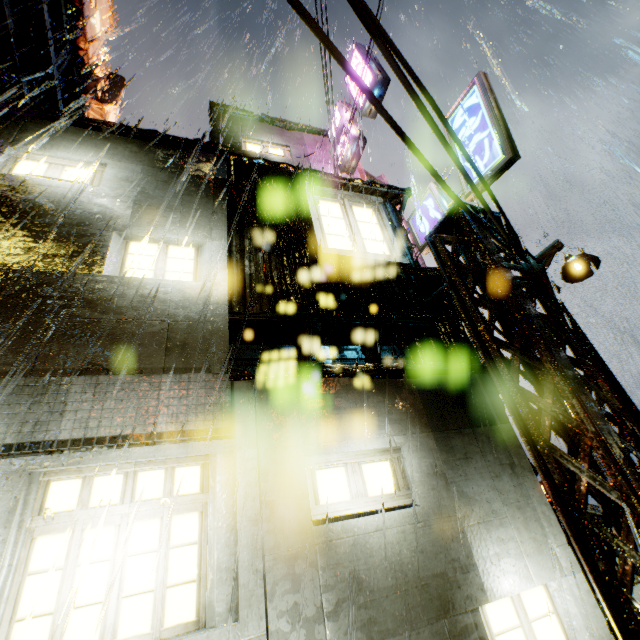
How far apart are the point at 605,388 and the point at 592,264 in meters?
1.8

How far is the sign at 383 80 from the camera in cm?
1045

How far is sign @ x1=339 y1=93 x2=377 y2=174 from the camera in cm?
1118

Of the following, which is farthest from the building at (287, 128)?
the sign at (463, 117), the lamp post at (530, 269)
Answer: the lamp post at (530, 269)

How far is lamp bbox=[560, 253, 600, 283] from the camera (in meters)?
4.71

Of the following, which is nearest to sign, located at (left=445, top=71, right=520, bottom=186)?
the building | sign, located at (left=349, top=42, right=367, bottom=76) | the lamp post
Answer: the building

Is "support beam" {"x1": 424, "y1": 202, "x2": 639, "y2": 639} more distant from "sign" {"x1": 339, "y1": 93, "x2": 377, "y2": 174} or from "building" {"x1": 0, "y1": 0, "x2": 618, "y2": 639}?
"sign" {"x1": 339, "y1": 93, "x2": 377, "y2": 174}

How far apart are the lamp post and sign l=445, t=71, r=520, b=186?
2.0 meters
